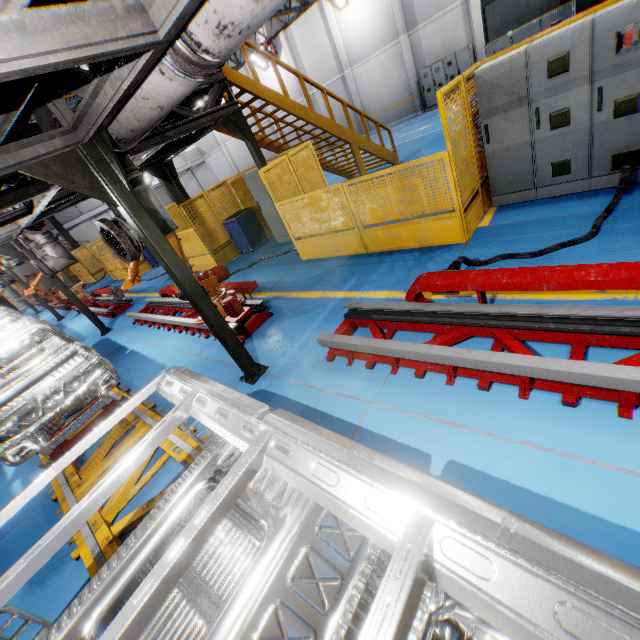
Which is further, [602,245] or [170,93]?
[602,245]

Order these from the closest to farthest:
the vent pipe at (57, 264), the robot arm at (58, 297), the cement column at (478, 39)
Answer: the vent pipe at (57, 264)
the robot arm at (58, 297)
the cement column at (478, 39)

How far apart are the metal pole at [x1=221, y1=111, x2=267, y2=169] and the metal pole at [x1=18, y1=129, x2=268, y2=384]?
3.95m

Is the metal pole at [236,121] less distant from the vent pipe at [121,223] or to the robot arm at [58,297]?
the vent pipe at [121,223]

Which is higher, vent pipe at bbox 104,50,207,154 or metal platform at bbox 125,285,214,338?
vent pipe at bbox 104,50,207,154

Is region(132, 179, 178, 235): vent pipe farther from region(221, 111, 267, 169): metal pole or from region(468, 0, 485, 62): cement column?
region(468, 0, 485, 62): cement column

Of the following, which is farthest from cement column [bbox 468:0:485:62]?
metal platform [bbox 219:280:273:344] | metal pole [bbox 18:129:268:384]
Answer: metal pole [bbox 18:129:268:384]

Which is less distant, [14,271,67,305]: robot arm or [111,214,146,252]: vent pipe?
[111,214,146,252]: vent pipe
